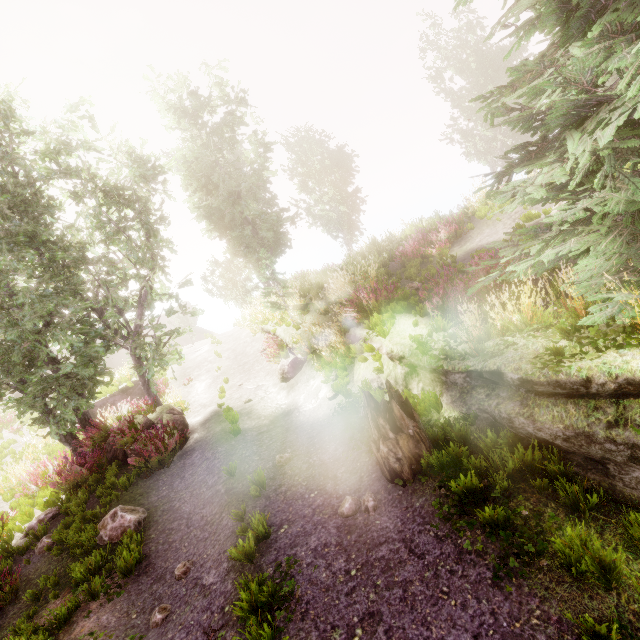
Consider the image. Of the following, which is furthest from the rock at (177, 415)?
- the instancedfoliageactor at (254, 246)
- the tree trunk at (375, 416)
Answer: the tree trunk at (375, 416)

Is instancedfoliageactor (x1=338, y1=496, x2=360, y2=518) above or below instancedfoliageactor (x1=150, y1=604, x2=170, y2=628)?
above

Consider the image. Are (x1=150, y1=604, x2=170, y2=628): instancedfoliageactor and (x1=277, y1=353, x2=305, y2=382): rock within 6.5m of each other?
no

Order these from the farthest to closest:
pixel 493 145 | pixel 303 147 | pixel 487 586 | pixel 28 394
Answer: pixel 303 147
pixel 493 145
pixel 28 394
pixel 487 586

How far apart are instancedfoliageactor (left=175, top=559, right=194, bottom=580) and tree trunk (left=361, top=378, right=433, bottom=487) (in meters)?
3.59

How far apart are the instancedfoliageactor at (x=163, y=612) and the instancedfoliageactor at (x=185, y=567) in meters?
0.5 m

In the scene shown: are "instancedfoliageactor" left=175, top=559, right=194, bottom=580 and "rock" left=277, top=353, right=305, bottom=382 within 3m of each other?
no

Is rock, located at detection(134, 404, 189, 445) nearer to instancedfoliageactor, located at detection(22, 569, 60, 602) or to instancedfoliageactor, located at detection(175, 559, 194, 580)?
instancedfoliageactor, located at detection(22, 569, 60, 602)
